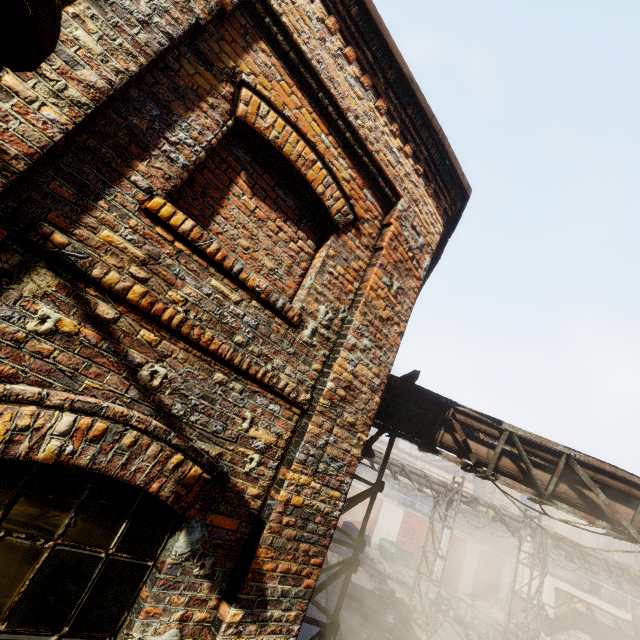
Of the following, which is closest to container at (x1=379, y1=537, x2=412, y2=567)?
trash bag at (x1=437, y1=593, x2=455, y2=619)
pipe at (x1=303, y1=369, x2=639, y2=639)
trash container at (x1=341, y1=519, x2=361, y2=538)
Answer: trash container at (x1=341, y1=519, x2=361, y2=538)

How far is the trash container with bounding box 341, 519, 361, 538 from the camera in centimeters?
2727cm

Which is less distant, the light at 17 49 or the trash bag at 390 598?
the light at 17 49

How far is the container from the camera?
27.47m

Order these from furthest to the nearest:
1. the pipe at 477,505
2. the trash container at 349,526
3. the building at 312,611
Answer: the trash container at 349,526 → the pipe at 477,505 → the building at 312,611

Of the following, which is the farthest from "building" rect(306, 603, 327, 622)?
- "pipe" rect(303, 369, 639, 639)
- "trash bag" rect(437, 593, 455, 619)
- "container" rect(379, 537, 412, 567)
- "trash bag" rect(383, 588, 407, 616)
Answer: "container" rect(379, 537, 412, 567)

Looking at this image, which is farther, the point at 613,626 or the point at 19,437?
the point at 613,626

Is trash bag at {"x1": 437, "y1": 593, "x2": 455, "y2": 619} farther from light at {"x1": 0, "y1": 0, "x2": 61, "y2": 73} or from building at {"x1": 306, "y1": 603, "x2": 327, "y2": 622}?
light at {"x1": 0, "y1": 0, "x2": 61, "y2": 73}
